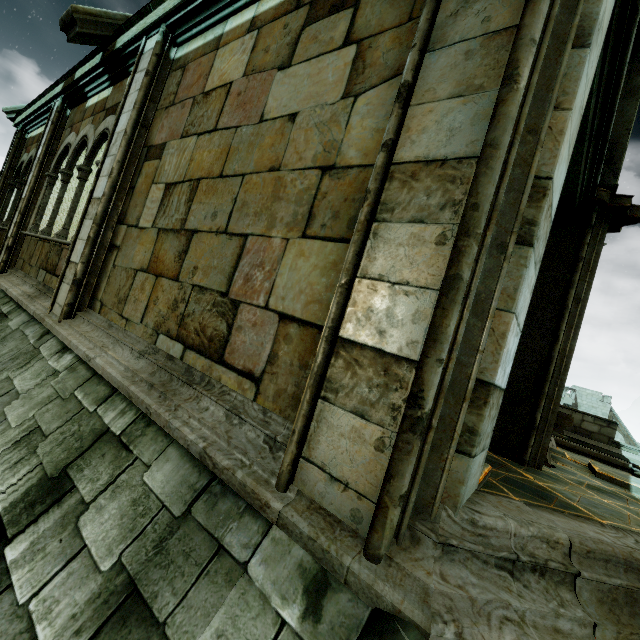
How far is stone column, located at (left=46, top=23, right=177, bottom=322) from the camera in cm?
386

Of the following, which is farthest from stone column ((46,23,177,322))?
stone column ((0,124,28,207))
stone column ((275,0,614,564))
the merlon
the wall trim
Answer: stone column ((0,124,28,207))

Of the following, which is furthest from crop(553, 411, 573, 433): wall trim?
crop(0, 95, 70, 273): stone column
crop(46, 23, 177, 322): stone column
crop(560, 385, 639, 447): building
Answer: crop(0, 95, 70, 273): stone column

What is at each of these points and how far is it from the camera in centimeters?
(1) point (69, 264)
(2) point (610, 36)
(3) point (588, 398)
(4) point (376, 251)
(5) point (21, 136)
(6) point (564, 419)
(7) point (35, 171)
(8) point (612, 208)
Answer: (1) stone column, 411cm
(2) stone beam, 245cm
(3) building, 3600cm
(4) stone column, 157cm
(5) stone column, 888cm
(6) wall trim, 483cm
(7) stone column, 647cm
(8) column ring, 443cm

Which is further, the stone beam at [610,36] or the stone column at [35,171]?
the stone column at [35,171]

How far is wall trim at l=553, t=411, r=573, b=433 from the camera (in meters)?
4.79

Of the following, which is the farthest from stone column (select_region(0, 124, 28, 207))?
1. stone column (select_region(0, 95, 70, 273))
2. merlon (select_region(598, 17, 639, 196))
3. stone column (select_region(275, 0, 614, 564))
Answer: merlon (select_region(598, 17, 639, 196))

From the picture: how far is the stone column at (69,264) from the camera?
3.86m
